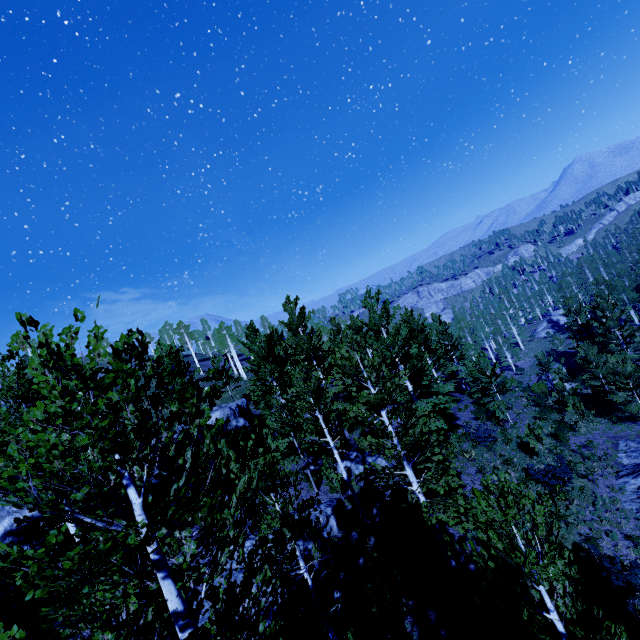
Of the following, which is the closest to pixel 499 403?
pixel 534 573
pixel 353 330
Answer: pixel 353 330

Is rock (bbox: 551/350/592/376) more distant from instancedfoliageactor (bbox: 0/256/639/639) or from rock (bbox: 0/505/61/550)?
rock (bbox: 0/505/61/550)

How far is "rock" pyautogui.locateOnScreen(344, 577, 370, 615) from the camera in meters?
10.8

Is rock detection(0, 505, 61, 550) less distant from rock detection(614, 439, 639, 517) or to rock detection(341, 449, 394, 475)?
rock detection(341, 449, 394, 475)

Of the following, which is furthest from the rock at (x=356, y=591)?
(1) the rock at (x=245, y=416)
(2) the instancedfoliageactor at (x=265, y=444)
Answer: (1) the rock at (x=245, y=416)

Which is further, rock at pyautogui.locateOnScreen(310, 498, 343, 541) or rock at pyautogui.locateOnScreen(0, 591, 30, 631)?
rock at pyautogui.locateOnScreen(310, 498, 343, 541)

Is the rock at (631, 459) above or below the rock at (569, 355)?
above

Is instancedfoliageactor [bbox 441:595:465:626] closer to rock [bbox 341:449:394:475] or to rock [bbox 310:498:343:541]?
rock [bbox 310:498:343:541]
